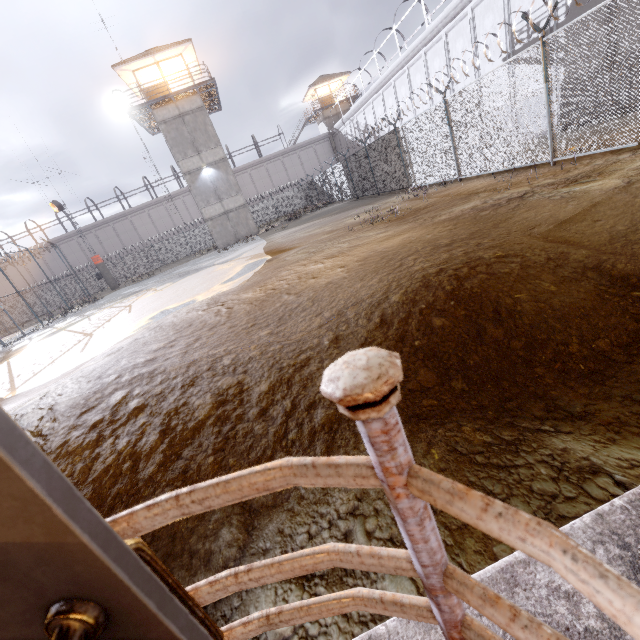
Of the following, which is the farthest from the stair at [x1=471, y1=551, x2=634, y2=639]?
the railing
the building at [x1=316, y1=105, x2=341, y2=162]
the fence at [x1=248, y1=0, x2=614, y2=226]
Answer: the building at [x1=316, y1=105, x2=341, y2=162]

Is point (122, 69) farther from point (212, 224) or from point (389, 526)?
point (389, 526)

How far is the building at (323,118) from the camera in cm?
4478

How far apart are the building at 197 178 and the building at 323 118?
23.6m

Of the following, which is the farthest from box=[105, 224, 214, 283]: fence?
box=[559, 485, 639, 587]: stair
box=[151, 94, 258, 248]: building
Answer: box=[151, 94, 258, 248]: building

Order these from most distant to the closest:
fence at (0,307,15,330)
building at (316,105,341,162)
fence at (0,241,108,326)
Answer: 1. building at (316,105,341,162)
2. fence at (0,307,15,330)
3. fence at (0,241,108,326)

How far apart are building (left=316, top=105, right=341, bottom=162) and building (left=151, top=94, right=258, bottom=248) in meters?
23.6 m

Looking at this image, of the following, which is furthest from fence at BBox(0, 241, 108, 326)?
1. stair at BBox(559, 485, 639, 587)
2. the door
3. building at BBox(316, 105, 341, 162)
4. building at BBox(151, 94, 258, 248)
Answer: building at BBox(316, 105, 341, 162)
